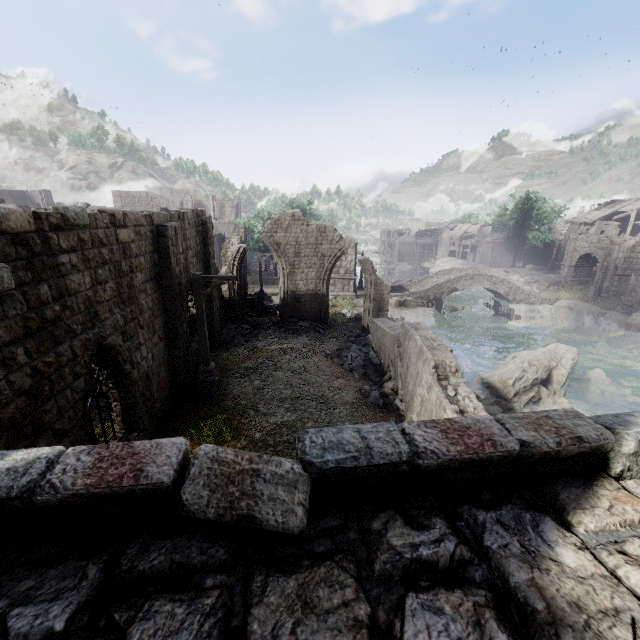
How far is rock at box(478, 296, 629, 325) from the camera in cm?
3103

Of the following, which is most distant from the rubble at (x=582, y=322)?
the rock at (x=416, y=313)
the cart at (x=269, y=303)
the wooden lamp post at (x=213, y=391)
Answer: the wooden lamp post at (x=213, y=391)

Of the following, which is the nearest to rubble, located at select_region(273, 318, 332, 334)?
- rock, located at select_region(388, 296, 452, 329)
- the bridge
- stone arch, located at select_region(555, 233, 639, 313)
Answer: stone arch, located at select_region(555, 233, 639, 313)

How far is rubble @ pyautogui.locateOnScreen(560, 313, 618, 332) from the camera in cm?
2928

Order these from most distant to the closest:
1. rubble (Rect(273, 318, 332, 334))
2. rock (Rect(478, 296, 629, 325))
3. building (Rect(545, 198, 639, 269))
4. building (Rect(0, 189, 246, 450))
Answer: building (Rect(545, 198, 639, 269)) < rock (Rect(478, 296, 629, 325)) < rubble (Rect(273, 318, 332, 334)) < building (Rect(0, 189, 246, 450))

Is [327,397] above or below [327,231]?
below

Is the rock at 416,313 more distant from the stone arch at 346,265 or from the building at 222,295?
the building at 222,295

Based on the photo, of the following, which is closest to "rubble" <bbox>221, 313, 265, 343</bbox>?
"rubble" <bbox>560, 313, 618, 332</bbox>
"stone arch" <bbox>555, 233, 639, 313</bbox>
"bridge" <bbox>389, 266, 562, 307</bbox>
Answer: "stone arch" <bbox>555, 233, 639, 313</bbox>
